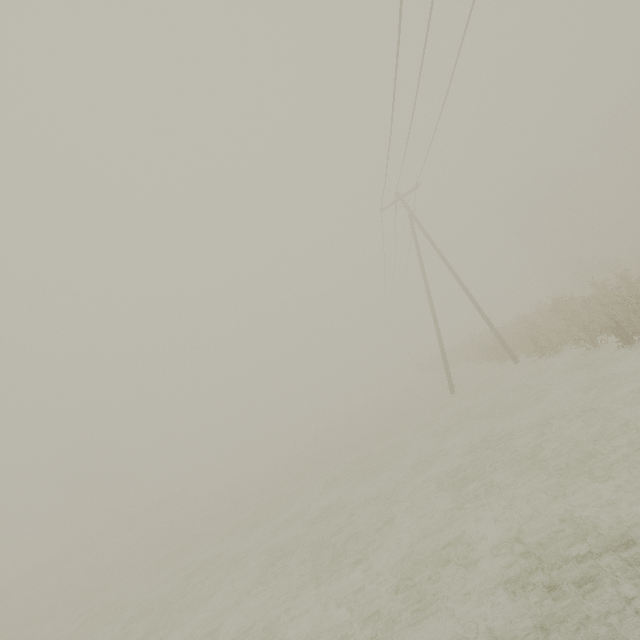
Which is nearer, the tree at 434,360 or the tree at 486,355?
the tree at 486,355

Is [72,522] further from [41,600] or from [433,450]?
[433,450]

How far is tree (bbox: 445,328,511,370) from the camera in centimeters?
2038cm

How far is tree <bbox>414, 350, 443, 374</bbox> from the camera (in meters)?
39.62

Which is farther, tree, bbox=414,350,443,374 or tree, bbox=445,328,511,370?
tree, bbox=414,350,443,374

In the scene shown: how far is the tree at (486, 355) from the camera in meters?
20.4
